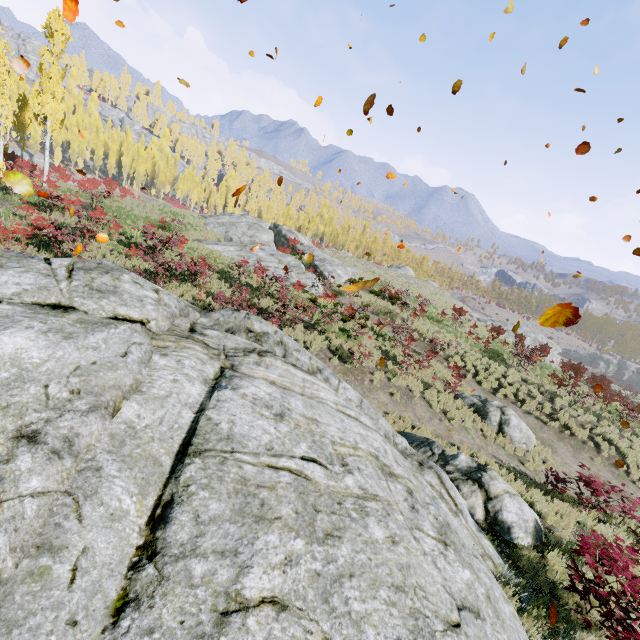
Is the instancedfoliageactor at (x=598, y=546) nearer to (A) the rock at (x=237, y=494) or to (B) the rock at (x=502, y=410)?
(A) the rock at (x=237, y=494)

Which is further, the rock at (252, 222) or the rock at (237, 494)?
the rock at (252, 222)

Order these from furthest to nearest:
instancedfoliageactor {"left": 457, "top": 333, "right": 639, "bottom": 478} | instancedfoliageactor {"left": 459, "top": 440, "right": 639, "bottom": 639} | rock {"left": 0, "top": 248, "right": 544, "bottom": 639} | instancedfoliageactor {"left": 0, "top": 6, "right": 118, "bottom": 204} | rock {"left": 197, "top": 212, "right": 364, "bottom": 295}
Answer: rock {"left": 197, "top": 212, "right": 364, "bottom": 295}, instancedfoliageactor {"left": 0, "top": 6, "right": 118, "bottom": 204}, instancedfoliageactor {"left": 457, "top": 333, "right": 639, "bottom": 478}, instancedfoliageactor {"left": 459, "top": 440, "right": 639, "bottom": 639}, rock {"left": 0, "top": 248, "right": 544, "bottom": 639}

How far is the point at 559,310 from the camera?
2.3 meters

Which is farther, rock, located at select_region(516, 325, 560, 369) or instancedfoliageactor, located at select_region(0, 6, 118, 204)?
rock, located at select_region(516, 325, 560, 369)

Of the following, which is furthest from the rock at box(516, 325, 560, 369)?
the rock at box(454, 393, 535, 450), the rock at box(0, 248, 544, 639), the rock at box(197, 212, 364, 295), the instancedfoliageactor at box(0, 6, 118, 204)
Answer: the rock at box(0, 248, 544, 639)

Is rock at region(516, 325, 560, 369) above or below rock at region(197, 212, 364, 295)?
below

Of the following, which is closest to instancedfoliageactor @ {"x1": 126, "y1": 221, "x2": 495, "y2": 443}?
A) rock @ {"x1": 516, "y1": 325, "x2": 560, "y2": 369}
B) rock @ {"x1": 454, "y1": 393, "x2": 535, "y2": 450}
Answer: rock @ {"x1": 454, "y1": 393, "x2": 535, "y2": 450}
